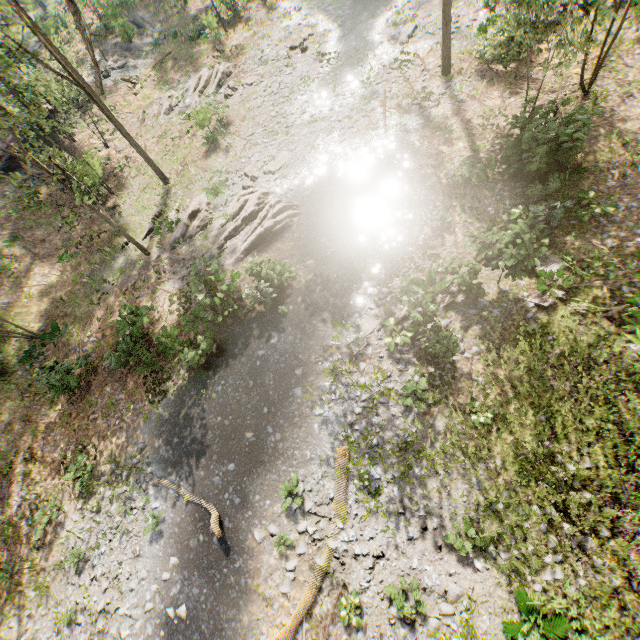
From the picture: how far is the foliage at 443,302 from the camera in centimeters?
1145cm

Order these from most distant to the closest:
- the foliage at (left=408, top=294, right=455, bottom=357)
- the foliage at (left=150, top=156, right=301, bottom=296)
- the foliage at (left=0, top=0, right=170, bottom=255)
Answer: the foliage at (left=150, top=156, right=301, bottom=296)
the foliage at (left=0, top=0, right=170, bottom=255)
the foliage at (left=408, top=294, right=455, bottom=357)

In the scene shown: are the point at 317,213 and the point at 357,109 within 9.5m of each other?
yes

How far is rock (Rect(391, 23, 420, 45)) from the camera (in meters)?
21.03

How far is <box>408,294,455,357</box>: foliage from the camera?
11.45m

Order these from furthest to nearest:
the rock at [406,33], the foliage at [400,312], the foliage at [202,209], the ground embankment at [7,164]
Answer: the ground embankment at [7,164] → the rock at [406,33] → the foliage at [202,209] → the foliage at [400,312]
